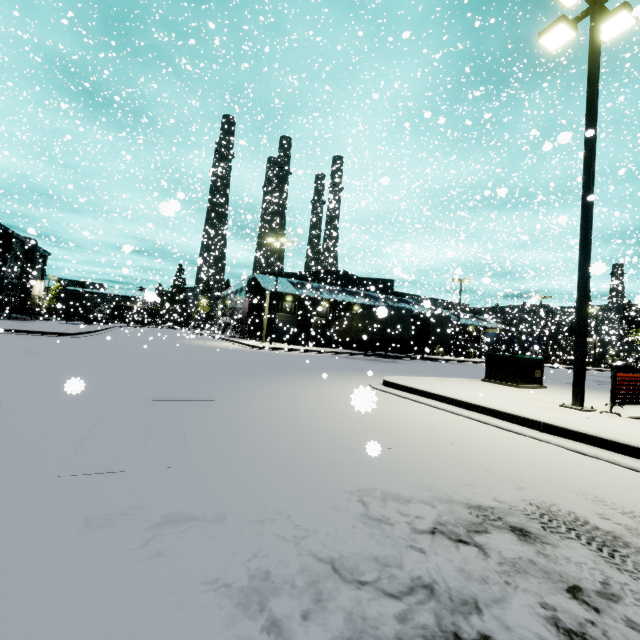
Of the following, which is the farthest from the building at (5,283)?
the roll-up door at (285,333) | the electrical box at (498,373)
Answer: the electrical box at (498,373)

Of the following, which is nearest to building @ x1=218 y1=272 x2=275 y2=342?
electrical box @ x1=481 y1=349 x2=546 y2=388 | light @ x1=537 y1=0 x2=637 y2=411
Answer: light @ x1=537 y1=0 x2=637 y2=411

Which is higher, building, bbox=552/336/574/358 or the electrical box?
building, bbox=552/336/574/358

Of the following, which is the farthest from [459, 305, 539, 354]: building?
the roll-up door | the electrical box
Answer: the electrical box

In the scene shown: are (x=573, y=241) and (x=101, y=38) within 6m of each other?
no

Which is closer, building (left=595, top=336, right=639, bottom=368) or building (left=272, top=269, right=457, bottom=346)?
building (left=272, top=269, right=457, bottom=346)

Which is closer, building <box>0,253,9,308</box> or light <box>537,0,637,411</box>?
light <box>537,0,637,411</box>

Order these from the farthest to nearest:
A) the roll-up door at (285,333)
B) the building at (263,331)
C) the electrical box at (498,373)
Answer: the roll-up door at (285,333) < the building at (263,331) < the electrical box at (498,373)
